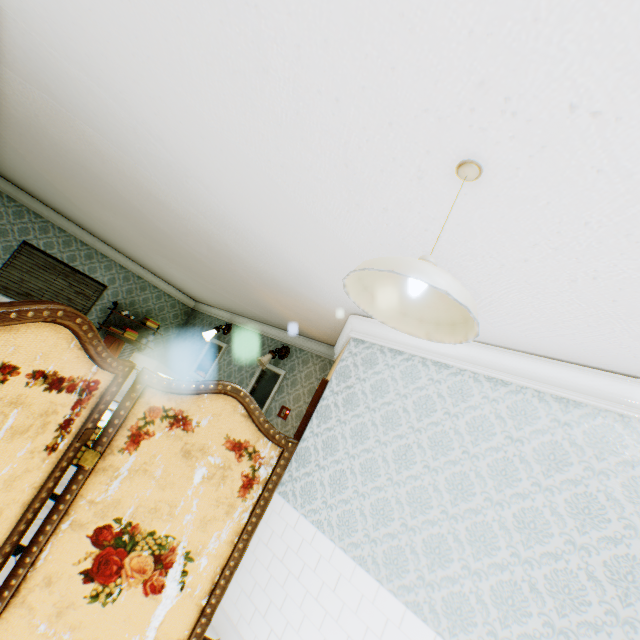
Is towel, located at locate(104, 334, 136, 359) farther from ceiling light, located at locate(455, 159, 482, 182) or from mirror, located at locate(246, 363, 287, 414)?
ceiling light, located at locate(455, 159, 482, 182)

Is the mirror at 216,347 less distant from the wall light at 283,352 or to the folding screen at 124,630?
the wall light at 283,352

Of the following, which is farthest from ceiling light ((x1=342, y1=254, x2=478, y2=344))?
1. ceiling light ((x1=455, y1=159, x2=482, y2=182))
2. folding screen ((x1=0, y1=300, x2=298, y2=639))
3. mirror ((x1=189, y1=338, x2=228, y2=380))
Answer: mirror ((x1=189, y1=338, x2=228, y2=380))

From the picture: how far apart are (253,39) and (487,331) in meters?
2.3 m

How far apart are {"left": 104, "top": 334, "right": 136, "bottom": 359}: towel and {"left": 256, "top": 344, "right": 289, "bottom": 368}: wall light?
4.2m

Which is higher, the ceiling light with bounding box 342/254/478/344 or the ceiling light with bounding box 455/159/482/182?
the ceiling light with bounding box 455/159/482/182

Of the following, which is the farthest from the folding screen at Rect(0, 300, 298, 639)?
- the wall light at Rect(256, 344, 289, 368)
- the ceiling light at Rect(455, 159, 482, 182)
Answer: the wall light at Rect(256, 344, 289, 368)

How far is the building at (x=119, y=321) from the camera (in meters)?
8.09
